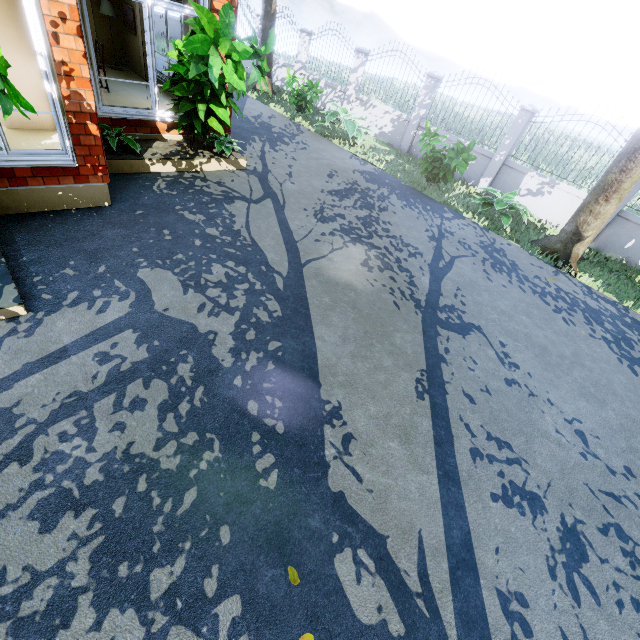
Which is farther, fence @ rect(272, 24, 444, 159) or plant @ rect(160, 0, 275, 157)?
fence @ rect(272, 24, 444, 159)

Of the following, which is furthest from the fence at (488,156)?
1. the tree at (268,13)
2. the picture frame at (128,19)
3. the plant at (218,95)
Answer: the plant at (218,95)

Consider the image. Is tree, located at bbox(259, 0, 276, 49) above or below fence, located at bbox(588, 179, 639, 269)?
above

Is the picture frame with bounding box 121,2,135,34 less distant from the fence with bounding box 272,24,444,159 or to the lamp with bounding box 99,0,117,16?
the lamp with bounding box 99,0,117,16

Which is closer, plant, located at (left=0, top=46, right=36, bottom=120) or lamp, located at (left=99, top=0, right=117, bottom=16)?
plant, located at (left=0, top=46, right=36, bottom=120)

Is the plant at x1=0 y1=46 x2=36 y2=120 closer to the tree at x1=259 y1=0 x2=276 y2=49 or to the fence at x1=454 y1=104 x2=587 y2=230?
the tree at x1=259 y1=0 x2=276 y2=49

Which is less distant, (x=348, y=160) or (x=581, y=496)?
(x=581, y=496)

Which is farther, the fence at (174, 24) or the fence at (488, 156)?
the fence at (174, 24)
